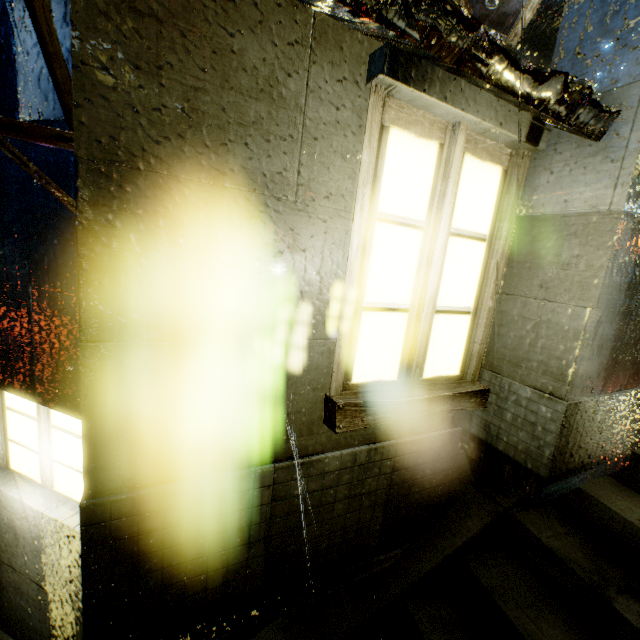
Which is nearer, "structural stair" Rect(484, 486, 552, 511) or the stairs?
the stairs

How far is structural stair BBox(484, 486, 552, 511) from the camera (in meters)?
3.10

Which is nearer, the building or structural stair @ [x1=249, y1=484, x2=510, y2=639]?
the building

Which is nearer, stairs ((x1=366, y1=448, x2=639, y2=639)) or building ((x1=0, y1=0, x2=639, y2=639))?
building ((x1=0, y1=0, x2=639, y2=639))

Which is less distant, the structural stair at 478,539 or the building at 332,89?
the building at 332,89

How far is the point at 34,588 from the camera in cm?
316

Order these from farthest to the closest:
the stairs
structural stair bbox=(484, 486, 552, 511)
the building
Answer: structural stair bbox=(484, 486, 552, 511)
the stairs
the building

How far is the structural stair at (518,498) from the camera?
3.1 meters
